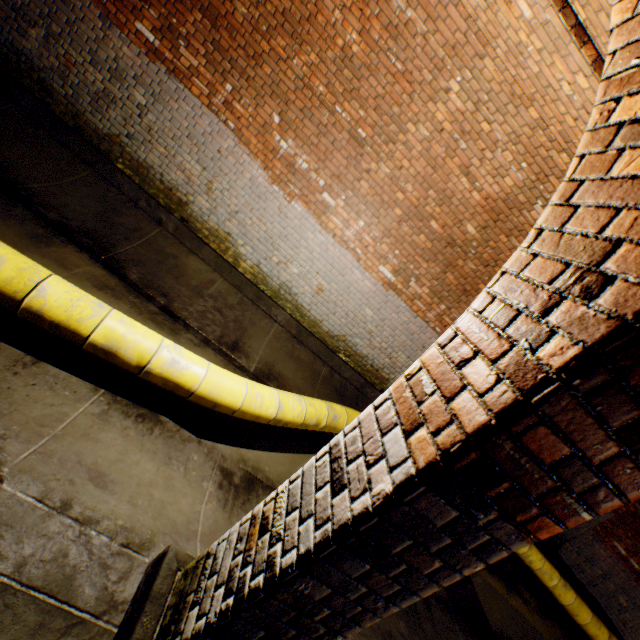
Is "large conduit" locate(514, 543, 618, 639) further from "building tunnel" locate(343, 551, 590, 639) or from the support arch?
the support arch

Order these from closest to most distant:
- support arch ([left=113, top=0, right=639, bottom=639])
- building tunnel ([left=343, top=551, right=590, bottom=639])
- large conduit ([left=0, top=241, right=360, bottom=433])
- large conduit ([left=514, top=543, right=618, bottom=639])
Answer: support arch ([left=113, top=0, right=639, bottom=639]) < large conduit ([left=0, top=241, right=360, bottom=433]) < building tunnel ([left=343, top=551, right=590, bottom=639]) < large conduit ([left=514, top=543, right=618, bottom=639])

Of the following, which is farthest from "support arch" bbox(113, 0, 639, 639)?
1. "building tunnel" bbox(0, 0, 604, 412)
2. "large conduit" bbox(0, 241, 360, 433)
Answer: "large conduit" bbox(0, 241, 360, 433)

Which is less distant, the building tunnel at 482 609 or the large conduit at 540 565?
the building tunnel at 482 609

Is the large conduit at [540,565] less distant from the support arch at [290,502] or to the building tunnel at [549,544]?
the building tunnel at [549,544]

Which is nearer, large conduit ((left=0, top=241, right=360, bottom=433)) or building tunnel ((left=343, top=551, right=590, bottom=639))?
large conduit ((left=0, top=241, right=360, bottom=433))

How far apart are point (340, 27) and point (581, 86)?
2.9 meters

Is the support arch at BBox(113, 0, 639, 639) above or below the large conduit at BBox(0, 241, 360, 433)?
above
